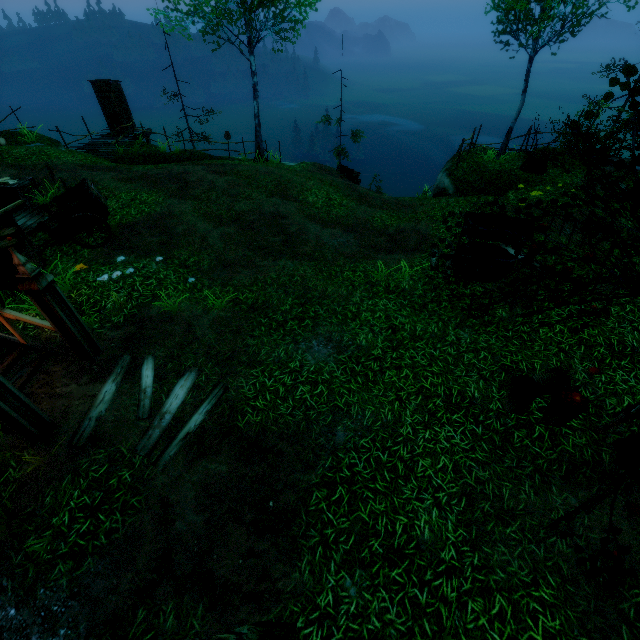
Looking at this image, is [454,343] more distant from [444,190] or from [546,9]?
[546,9]

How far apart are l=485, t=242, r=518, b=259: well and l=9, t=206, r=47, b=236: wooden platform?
12.5m

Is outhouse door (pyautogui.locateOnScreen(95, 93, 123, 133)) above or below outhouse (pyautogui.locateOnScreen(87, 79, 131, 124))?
below

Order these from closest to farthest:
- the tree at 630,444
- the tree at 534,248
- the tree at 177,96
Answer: the tree at 630,444
the tree at 534,248
the tree at 177,96

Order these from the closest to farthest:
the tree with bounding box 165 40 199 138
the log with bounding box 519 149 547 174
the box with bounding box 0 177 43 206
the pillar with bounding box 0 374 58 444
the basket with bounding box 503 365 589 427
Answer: the pillar with bounding box 0 374 58 444 → the basket with bounding box 503 365 589 427 → the box with bounding box 0 177 43 206 → the log with bounding box 519 149 547 174 → the tree with bounding box 165 40 199 138

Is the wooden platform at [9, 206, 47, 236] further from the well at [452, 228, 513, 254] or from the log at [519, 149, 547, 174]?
the log at [519, 149, 547, 174]

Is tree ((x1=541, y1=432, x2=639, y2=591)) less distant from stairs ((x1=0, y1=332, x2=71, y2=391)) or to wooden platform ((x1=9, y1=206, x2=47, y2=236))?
stairs ((x1=0, y1=332, x2=71, y2=391))

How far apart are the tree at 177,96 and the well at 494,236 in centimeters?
1783cm
